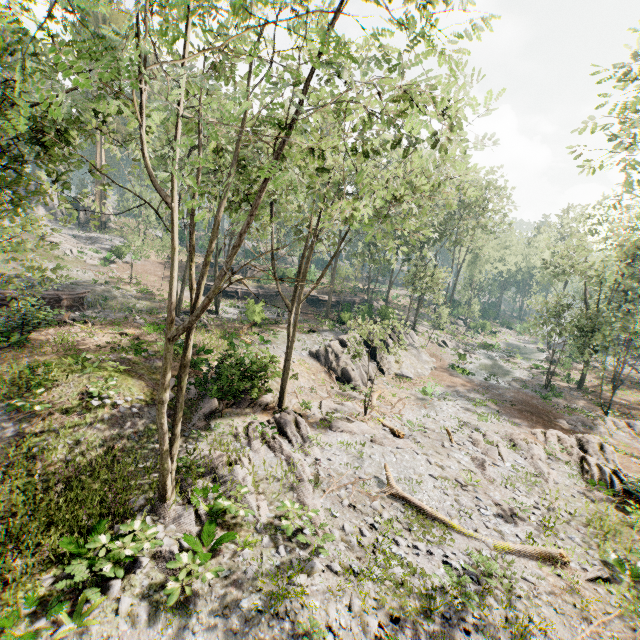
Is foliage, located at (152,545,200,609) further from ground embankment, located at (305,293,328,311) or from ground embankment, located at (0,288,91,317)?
ground embankment, located at (0,288,91,317)

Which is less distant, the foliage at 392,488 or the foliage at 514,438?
the foliage at 392,488

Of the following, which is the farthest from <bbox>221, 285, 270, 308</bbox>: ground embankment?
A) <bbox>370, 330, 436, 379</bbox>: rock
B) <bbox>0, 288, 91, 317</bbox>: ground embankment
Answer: <bbox>370, 330, 436, 379</bbox>: rock

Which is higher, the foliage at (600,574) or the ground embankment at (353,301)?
the ground embankment at (353,301)

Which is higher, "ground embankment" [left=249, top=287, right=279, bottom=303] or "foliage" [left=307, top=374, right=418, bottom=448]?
"ground embankment" [left=249, top=287, right=279, bottom=303]

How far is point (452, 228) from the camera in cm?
4103

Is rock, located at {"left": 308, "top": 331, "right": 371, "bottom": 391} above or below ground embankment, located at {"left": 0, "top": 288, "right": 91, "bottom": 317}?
below

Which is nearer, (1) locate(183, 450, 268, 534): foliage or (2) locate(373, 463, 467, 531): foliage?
(1) locate(183, 450, 268, 534): foliage
